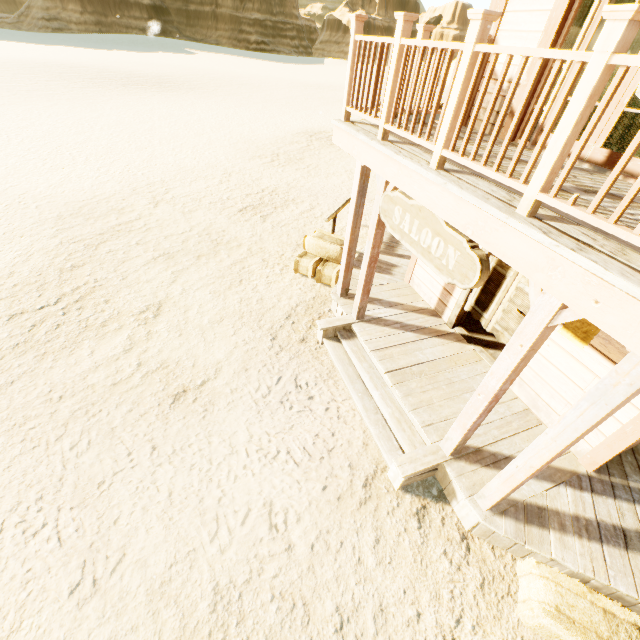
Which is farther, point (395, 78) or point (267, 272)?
point (267, 272)

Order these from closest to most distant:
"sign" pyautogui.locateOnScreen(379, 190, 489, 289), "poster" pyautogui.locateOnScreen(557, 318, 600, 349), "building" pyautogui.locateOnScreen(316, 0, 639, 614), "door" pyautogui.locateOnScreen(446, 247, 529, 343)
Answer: "building" pyautogui.locateOnScreen(316, 0, 639, 614) < "sign" pyautogui.locateOnScreen(379, 190, 489, 289) < "poster" pyautogui.locateOnScreen(557, 318, 600, 349) < "door" pyautogui.locateOnScreen(446, 247, 529, 343)

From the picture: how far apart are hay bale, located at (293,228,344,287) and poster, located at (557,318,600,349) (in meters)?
4.14

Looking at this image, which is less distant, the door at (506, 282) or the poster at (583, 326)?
the poster at (583, 326)

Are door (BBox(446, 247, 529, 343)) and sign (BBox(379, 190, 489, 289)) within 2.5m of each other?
yes

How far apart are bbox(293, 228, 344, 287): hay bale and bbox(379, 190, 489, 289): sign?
2.9m

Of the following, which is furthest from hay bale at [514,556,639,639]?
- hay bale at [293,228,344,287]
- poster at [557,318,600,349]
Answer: hay bale at [293,228,344,287]

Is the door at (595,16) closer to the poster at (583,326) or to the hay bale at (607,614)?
the poster at (583,326)
